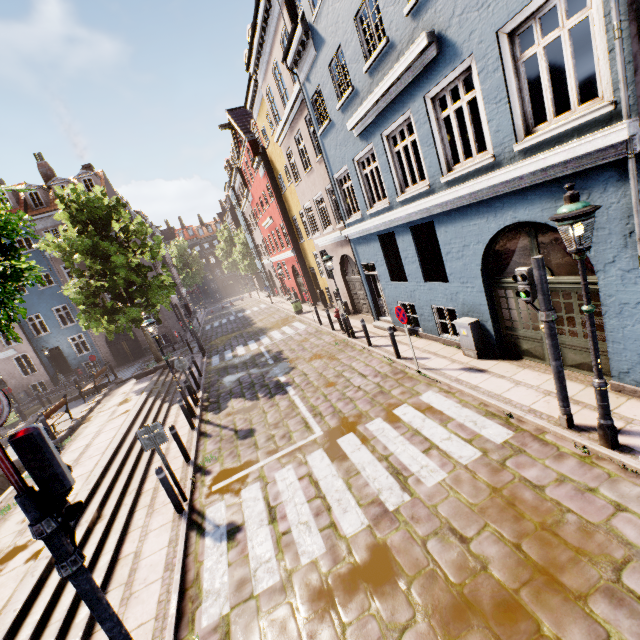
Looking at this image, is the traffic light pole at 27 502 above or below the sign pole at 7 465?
below

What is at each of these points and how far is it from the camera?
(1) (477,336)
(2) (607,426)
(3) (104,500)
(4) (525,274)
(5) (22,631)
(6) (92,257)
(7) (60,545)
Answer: (1) electrical box, 8.4 meters
(2) street light, 4.7 meters
(3) stairs, 7.5 meters
(4) pedestrian light, 5.0 meters
(5) stairs, 4.7 meters
(6) tree, 16.3 meters
(7) traffic light pole, 3.2 meters

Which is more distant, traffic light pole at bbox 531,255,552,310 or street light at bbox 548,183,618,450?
traffic light pole at bbox 531,255,552,310

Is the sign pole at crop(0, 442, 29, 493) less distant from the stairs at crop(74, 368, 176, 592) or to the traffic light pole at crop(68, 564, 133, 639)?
the traffic light pole at crop(68, 564, 133, 639)

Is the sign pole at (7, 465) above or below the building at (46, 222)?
below

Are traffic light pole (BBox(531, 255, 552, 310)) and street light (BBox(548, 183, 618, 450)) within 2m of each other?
yes

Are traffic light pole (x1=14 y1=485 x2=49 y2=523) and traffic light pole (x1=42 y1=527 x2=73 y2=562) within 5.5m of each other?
yes

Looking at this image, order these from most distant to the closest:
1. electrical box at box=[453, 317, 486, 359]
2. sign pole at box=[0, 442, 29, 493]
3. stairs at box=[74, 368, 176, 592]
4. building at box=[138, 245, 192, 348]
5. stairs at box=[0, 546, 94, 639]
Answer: building at box=[138, 245, 192, 348]
electrical box at box=[453, 317, 486, 359]
stairs at box=[74, 368, 176, 592]
stairs at box=[0, 546, 94, 639]
sign pole at box=[0, 442, 29, 493]
